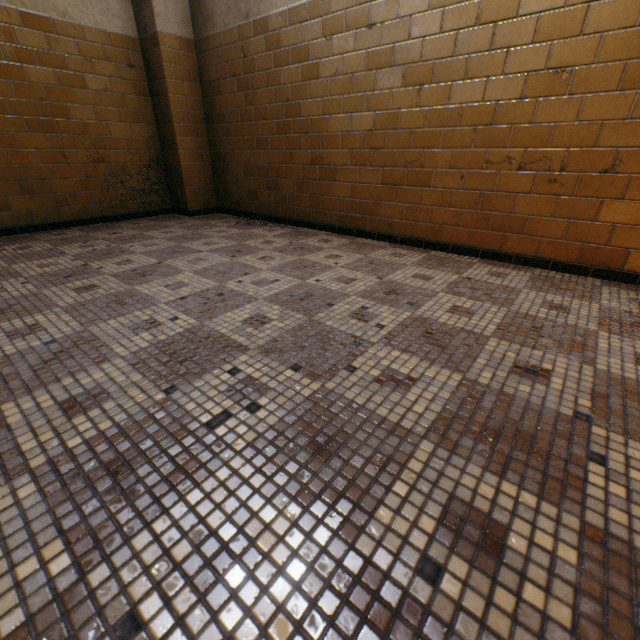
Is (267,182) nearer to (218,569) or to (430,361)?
(430,361)
